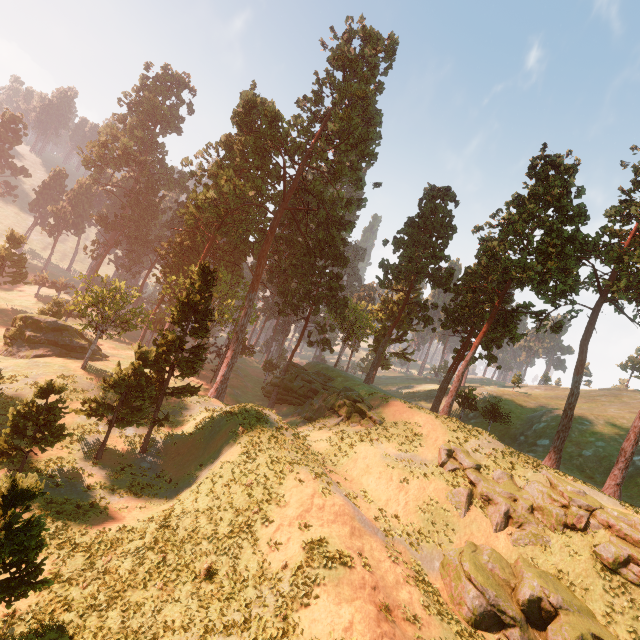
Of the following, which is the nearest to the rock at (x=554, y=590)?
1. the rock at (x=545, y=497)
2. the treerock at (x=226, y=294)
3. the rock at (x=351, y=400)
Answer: the rock at (x=545, y=497)

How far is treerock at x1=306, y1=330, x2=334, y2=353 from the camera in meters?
47.7

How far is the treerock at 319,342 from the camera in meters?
47.7 m

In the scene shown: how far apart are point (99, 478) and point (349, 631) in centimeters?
1838cm

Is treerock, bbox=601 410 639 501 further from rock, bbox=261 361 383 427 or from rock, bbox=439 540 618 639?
rock, bbox=439 540 618 639

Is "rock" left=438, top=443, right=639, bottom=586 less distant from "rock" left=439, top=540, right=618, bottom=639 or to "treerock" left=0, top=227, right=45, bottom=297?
"rock" left=439, top=540, right=618, bottom=639

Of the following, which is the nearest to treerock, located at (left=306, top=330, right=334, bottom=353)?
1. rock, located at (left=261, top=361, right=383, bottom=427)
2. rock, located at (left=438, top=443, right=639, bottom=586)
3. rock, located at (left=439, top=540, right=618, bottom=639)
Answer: rock, located at (left=261, top=361, right=383, bottom=427)
